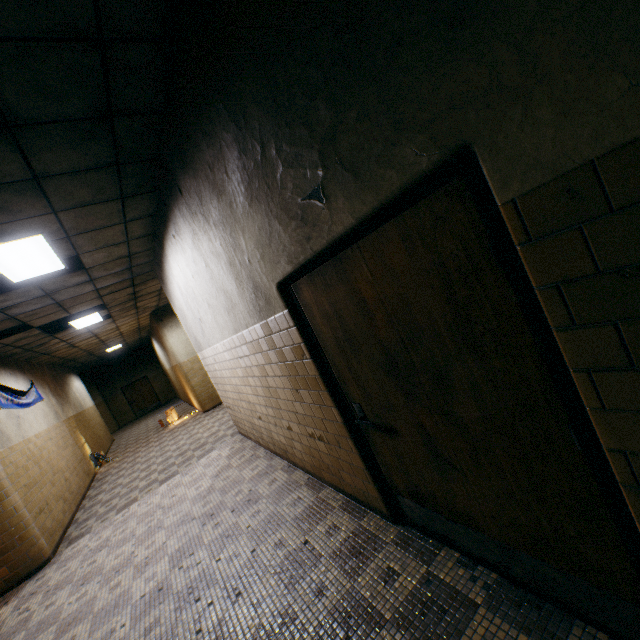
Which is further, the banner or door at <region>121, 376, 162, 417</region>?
door at <region>121, 376, 162, 417</region>

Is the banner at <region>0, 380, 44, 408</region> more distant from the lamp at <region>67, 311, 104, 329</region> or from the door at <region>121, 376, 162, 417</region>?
the door at <region>121, 376, 162, 417</region>

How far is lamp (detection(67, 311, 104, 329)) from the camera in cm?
777

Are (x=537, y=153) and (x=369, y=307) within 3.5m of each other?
yes

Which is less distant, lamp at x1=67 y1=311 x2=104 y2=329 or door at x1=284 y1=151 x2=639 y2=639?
door at x1=284 y1=151 x2=639 y2=639

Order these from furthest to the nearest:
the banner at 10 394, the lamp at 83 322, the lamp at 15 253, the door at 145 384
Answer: the door at 145 384 → the lamp at 83 322 → the banner at 10 394 → the lamp at 15 253

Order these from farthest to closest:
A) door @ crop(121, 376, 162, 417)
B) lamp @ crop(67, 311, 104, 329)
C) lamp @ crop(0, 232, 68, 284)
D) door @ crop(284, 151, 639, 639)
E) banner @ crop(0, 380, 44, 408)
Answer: door @ crop(121, 376, 162, 417)
lamp @ crop(67, 311, 104, 329)
banner @ crop(0, 380, 44, 408)
lamp @ crop(0, 232, 68, 284)
door @ crop(284, 151, 639, 639)

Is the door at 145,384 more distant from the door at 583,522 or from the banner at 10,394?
the door at 583,522
